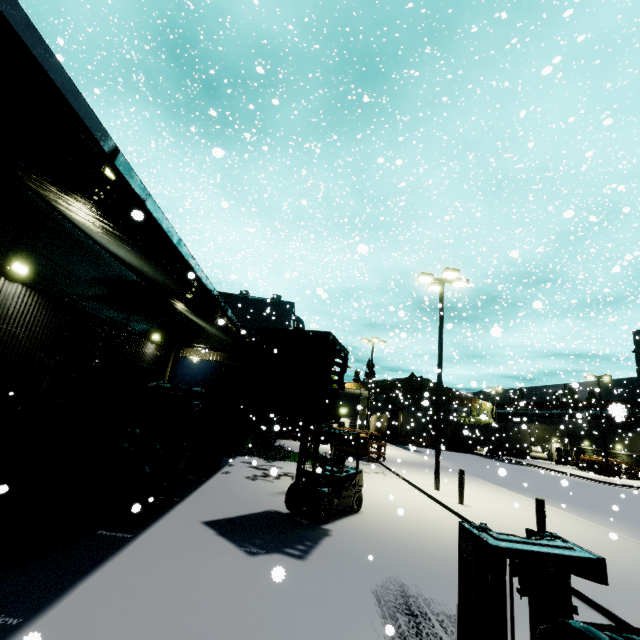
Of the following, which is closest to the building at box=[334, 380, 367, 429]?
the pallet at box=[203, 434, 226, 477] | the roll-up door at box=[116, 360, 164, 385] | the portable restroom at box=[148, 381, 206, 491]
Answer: the roll-up door at box=[116, 360, 164, 385]

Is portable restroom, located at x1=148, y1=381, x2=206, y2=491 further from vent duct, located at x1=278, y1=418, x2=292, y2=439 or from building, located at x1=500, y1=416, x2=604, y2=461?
vent duct, located at x1=278, y1=418, x2=292, y2=439

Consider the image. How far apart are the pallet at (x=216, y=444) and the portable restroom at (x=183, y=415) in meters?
0.7

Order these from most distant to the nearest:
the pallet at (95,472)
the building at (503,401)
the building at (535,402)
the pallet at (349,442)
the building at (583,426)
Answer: the building at (503,401)
the building at (535,402)
the building at (583,426)
the pallet at (349,442)
the pallet at (95,472)

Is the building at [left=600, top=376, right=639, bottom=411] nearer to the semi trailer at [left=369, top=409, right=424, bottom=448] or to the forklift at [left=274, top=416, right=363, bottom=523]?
the semi trailer at [left=369, top=409, right=424, bottom=448]

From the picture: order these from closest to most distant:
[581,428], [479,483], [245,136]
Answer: [245,136] → [479,483] → [581,428]

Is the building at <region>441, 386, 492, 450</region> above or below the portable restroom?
above

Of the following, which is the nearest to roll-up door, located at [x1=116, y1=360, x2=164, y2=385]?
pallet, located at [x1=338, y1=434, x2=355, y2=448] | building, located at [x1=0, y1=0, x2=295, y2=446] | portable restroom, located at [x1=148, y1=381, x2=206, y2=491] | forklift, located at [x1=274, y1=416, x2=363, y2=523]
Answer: building, located at [x1=0, y1=0, x2=295, y2=446]
